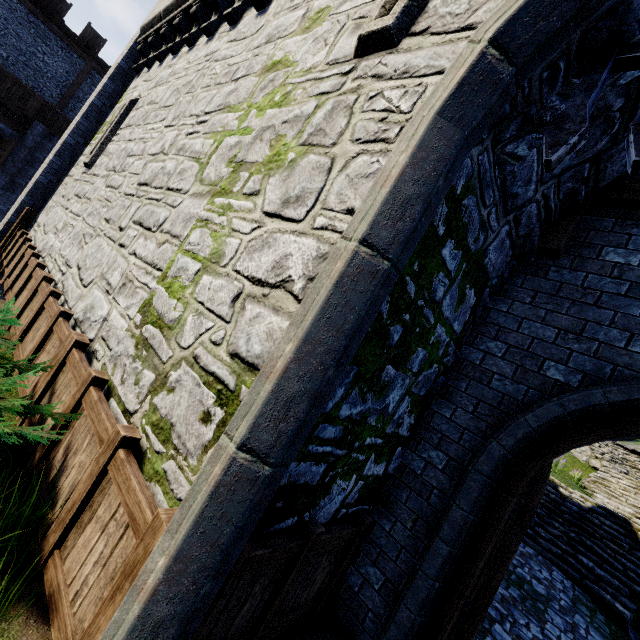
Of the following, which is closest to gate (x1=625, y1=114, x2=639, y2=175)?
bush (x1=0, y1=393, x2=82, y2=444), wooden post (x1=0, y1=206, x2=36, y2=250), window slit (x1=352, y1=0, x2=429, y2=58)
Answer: window slit (x1=352, y1=0, x2=429, y2=58)

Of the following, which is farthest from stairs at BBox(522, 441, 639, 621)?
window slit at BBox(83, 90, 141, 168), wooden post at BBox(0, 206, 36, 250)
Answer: wooden post at BBox(0, 206, 36, 250)

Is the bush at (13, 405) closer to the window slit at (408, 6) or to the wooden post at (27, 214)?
the window slit at (408, 6)

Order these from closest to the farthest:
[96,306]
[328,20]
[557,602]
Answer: [328,20], [96,306], [557,602]

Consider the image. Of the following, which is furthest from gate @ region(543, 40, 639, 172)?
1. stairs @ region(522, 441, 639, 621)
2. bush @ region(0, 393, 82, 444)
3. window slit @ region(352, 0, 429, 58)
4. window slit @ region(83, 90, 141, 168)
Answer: window slit @ region(83, 90, 141, 168)

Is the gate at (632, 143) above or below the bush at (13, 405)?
above

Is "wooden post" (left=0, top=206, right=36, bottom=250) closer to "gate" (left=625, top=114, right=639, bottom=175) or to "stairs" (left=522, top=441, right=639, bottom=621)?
"stairs" (left=522, top=441, right=639, bottom=621)

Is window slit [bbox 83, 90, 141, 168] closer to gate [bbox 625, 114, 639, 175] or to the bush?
the bush
